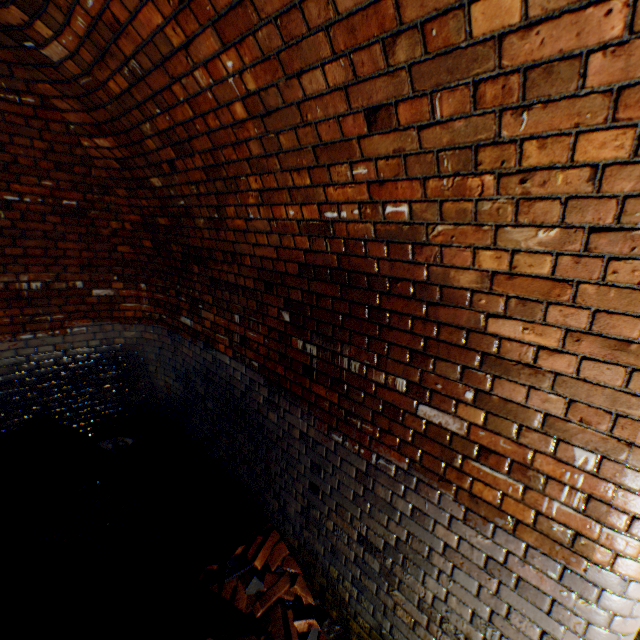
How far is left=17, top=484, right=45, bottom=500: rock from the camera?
3.6 meters

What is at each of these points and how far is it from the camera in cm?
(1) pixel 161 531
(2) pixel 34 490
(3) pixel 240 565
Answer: (1) brick pile, 346
(2) rock, 368
(3) rock, 260

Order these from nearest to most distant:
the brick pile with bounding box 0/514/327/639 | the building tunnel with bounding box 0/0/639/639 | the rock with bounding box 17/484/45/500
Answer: the building tunnel with bounding box 0/0/639/639 < the brick pile with bounding box 0/514/327/639 < the rock with bounding box 17/484/45/500

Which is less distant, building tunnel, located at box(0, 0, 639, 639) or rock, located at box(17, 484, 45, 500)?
building tunnel, located at box(0, 0, 639, 639)

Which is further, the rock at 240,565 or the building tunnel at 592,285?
the rock at 240,565

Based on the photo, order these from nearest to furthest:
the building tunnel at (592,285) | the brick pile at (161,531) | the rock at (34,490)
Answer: the building tunnel at (592,285) < the brick pile at (161,531) < the rock at (34,490)

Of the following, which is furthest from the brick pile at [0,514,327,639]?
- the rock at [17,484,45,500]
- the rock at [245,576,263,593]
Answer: the rock at [17,484,45,500]

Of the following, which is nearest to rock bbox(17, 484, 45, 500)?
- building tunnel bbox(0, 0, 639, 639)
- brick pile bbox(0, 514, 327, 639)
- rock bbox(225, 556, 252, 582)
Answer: building tunnel bbox(0, 0, 639, 639)
